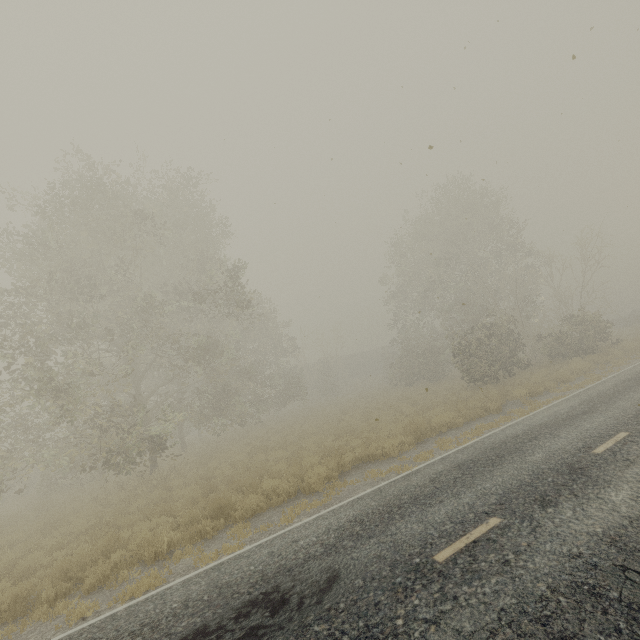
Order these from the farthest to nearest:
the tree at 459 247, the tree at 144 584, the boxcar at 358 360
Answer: the boxcar at 358 360, the tree at 459 247, the tree at 144 584

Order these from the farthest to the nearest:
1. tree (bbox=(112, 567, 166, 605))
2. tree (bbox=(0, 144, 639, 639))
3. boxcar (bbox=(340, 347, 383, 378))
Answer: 1. boxcar (bbox=(340, 347, 383, 378))
2. tree (bbox=(0, 144, 639, 639))
3. tree (bbox=(112, 567, 166, 605))

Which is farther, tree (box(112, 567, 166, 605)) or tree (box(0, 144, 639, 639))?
tree (box(0, 144, 639, 639))

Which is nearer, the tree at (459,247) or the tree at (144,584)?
the tree at (144,584)

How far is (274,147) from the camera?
11.15m

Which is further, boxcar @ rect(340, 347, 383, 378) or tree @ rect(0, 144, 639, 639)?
boxcar @ rect(340, 347, 383, 378)

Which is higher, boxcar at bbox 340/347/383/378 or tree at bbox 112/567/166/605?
boxcar at bbox 340/347/383/378
